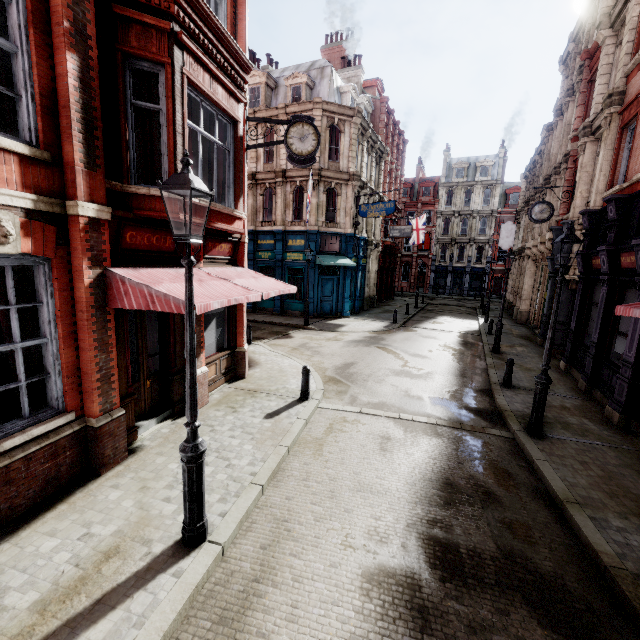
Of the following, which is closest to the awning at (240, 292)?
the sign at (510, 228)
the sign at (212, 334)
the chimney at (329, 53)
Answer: the sign at (212, 334)

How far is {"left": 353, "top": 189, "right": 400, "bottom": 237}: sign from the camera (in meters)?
20.09

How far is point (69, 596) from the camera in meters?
3.5

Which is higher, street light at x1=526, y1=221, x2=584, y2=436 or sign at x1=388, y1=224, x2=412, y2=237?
sign at x1=388, y1=224, x2=412, y2=237

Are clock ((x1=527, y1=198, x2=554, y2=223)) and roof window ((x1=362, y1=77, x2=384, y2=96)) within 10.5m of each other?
no

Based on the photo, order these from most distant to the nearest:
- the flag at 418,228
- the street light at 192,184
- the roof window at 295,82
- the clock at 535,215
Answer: the flag at 418,228 < the roof window at 295,82 < the clock at 535,215 < the street light at 192,184

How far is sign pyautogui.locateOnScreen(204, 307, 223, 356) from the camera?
8.9m

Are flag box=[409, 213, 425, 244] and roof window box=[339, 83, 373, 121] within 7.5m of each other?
no
